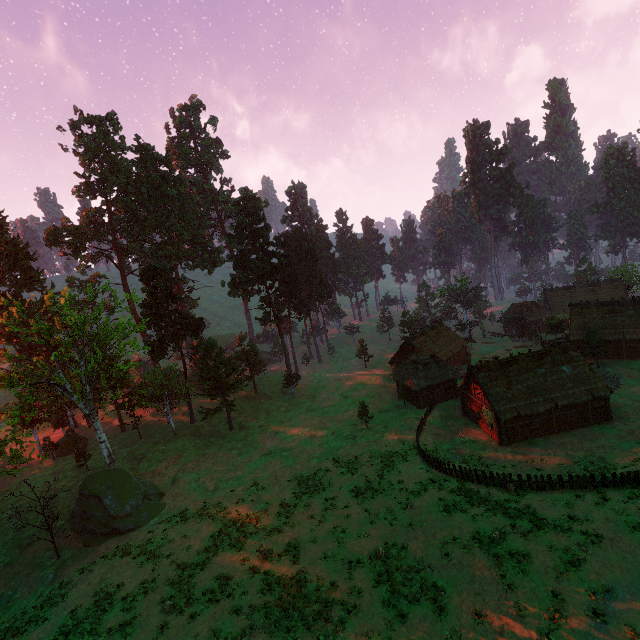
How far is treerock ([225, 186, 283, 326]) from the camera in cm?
5471

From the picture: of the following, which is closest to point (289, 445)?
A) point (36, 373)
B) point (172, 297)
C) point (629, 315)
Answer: point (172, 297)

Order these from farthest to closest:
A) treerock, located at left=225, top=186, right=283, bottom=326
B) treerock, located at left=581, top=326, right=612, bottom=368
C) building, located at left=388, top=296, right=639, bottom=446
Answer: treerock, located at left=225, top=186, right=283, bottom=326, treerock, located at left=581, top=326, right=612, bottom=368, building, located at left=388, top=296, right=639, bottom=446

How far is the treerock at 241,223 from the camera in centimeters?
5471cm

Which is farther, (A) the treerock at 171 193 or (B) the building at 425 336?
(B) the building at 425 336

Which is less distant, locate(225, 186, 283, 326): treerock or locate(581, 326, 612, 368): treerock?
locate(581, 326, 612, 368): treerock
